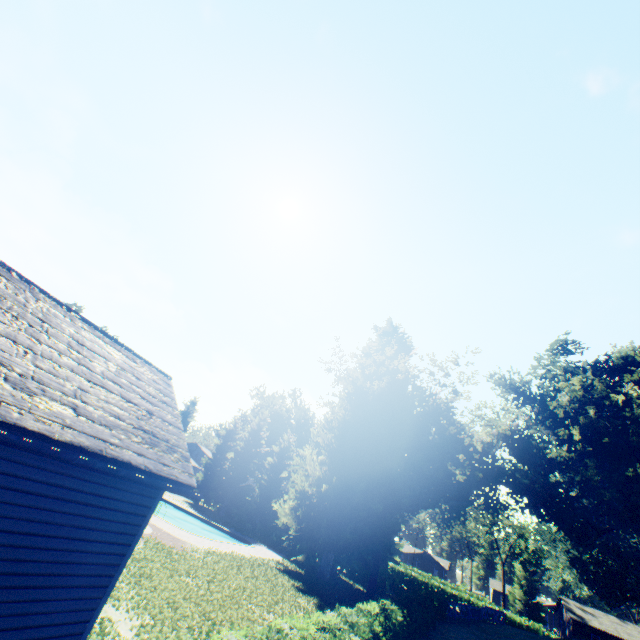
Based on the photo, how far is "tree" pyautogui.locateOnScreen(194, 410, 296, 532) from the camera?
39.41m

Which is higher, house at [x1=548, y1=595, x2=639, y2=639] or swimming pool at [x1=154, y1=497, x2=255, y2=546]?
house at [x1=548, y1=595, x2=639, y2=639]

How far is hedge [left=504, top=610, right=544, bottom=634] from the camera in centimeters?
4181cm

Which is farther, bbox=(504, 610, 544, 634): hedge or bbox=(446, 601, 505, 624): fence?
bbox=(504, 610, 544, 634): hedge

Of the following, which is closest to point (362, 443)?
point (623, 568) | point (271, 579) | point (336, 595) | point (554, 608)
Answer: point (336, 595)

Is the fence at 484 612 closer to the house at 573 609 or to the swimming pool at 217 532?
the house at 573 609

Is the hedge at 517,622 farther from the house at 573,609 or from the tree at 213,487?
the tree at 213,487

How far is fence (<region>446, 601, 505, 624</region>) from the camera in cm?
3231
